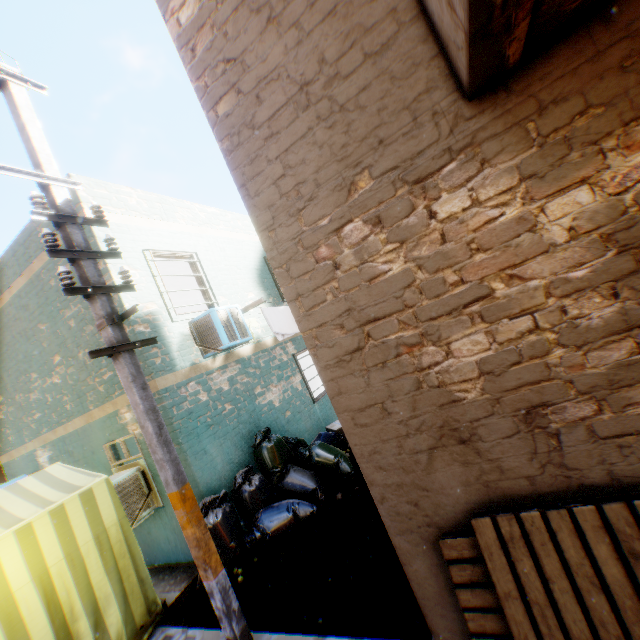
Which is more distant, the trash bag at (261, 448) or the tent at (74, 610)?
the trash bag at (261, 448)

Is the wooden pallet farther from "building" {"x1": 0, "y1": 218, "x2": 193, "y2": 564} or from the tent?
the tent

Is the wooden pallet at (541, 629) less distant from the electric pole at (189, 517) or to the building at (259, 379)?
the building at (259, 379)

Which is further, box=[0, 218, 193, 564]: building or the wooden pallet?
box=[0, 218, 193, 564]: building

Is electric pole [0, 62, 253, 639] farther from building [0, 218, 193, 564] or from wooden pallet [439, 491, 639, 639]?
wooden pallet [439, 491, 639, 639]

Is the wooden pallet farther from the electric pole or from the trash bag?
the electric pole

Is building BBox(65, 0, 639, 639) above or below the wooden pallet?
above

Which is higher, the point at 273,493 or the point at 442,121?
the point at 442,121
